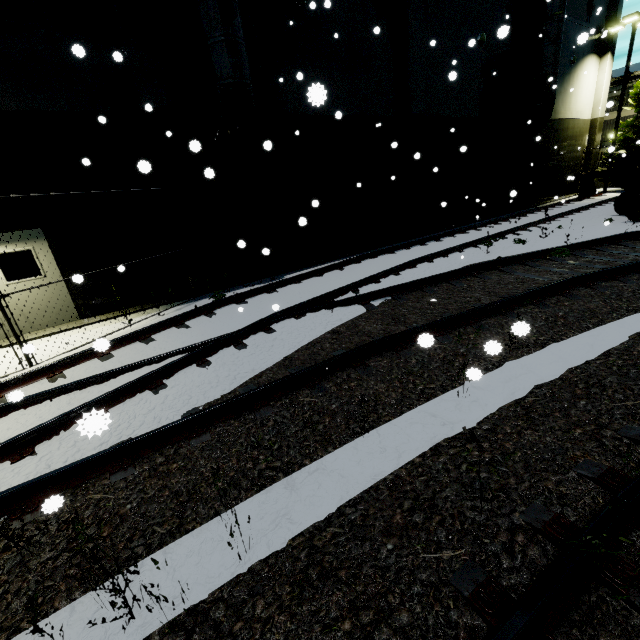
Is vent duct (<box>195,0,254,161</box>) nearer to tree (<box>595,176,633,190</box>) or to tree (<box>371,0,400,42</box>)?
tree (<box>371,0,400,42</box>)

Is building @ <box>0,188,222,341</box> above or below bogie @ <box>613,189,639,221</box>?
above

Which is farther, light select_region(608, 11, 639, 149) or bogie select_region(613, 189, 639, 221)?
light select_region(608, 11, 639, 149)

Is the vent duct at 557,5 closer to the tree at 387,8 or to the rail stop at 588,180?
the tree at 387,8

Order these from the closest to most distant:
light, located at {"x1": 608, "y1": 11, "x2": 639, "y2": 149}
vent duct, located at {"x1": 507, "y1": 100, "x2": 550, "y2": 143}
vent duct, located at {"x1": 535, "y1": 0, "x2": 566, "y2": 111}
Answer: vent duct, located at {"x1": 535, "y1": 0, "x2": 566, "y2": 111}
vent duct, located at {"x1": 507, "y1": 100, "x2": 550, "y2": 143}
light, located at {"x1": 608, "y1": 11, "x2": 639, "y2": 149}

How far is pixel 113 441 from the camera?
3.6m

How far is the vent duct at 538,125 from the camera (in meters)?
16.52

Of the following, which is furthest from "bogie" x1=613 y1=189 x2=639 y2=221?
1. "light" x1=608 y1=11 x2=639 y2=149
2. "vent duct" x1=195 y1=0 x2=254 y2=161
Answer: "light" x1=608 y1=11 x2=639 y2=149
